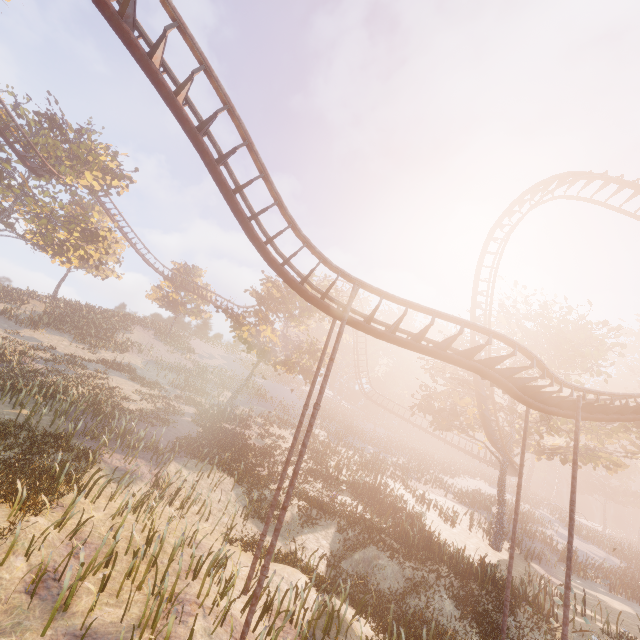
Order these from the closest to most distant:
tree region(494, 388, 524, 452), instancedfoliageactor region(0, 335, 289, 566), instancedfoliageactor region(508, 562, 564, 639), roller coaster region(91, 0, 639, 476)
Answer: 1. roller coaster region(91, 0, 639, 476)
2. instancedfoliageactor region(0, 335, 289, 566)
3. instancedfoliageactor region(508, 562, 564, 639)
4. tree region(494, 388, 524, 452)

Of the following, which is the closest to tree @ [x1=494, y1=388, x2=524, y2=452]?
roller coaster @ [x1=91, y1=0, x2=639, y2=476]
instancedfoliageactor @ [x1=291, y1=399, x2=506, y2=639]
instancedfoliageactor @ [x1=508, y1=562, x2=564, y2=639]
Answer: roller coaster @ [x1=91, y1=0, x2=639, y2=476]

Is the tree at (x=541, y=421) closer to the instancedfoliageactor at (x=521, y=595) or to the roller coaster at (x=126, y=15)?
the roller coaster at (x=126, y=15)

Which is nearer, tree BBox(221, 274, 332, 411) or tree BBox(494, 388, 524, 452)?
tree BBox(494, 388, 524, 452)

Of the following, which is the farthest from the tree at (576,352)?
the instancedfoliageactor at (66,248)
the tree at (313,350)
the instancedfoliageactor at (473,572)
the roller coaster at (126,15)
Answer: the instancedfoliageactor at (66,248)

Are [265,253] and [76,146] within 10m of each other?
no

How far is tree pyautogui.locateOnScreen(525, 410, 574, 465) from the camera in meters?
22.1 m

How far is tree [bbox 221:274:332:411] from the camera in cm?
2771
